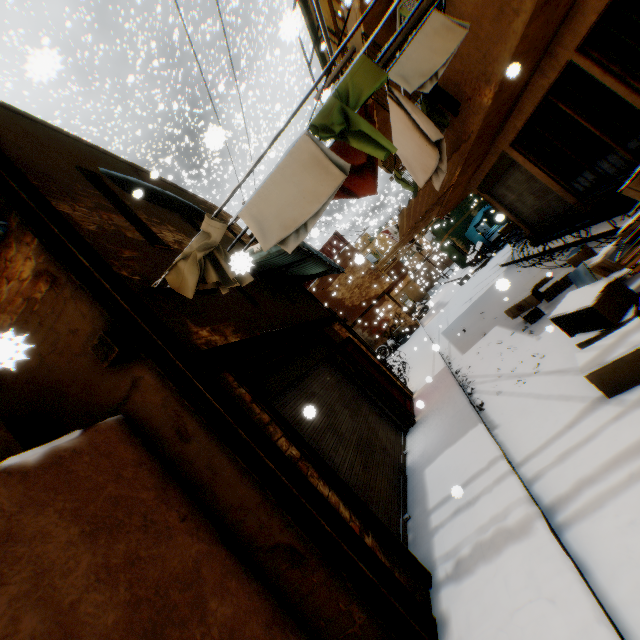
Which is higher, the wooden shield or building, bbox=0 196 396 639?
the wooden shield

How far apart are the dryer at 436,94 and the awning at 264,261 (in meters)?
1.57

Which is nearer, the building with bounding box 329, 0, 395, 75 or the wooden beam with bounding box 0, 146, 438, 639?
the wooden beam with bounding box 0, 146, 438, 639

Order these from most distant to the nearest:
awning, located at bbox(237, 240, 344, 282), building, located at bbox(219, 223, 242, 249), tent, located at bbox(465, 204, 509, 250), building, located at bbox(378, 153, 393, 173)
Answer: tent, located at bbox(465, 204, 509, 250) → building, located at bbox(378, 153, 393, 173) → building, located at bbox(219, 223, 242, 249) → awning, located at bbox(237, 240, 344, 282)

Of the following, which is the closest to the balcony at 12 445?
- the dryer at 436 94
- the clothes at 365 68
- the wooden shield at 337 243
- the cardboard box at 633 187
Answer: the clothes at 365 68

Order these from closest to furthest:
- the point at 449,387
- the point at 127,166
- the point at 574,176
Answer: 1. the point at 127,166
2. the point at 449,387
3. the point at 574,176

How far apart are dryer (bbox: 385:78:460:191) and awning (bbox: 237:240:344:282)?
1.6m

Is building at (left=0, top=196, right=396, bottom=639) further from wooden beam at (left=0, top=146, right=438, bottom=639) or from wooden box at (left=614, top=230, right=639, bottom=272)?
wooden box at (left=614, top=230, right=639, bottom=272)
